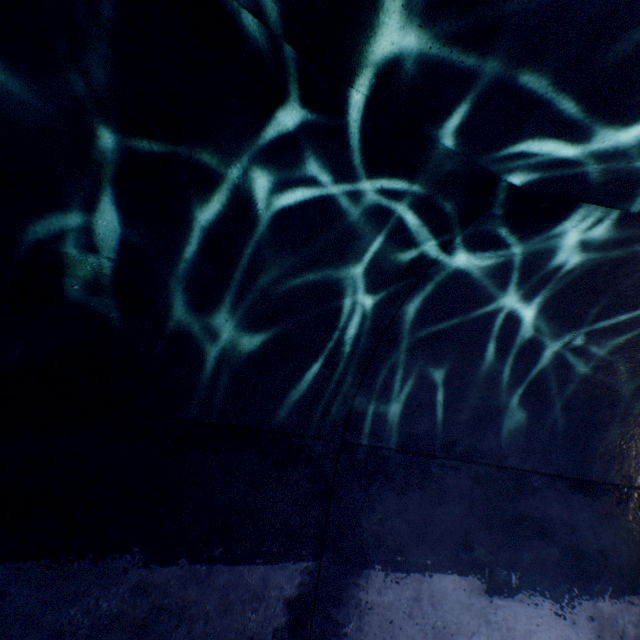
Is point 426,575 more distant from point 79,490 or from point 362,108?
point 362,108
